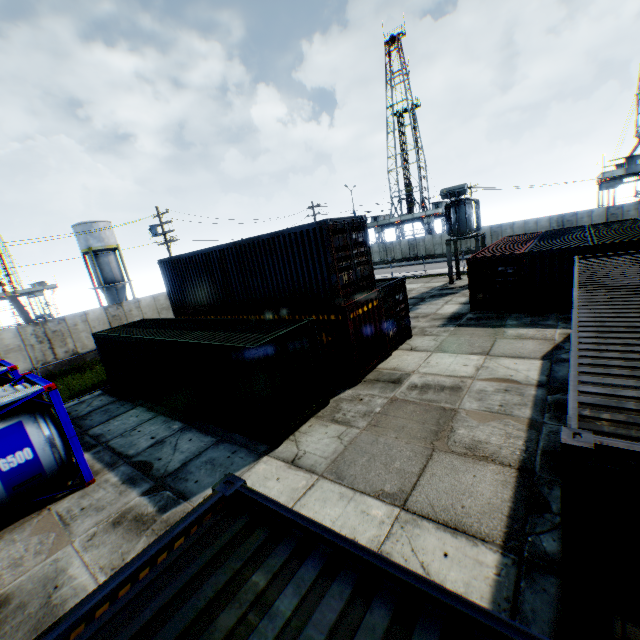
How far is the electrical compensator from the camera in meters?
23.1 m

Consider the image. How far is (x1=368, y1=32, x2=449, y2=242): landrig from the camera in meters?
53.2

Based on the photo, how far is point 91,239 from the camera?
38.12m

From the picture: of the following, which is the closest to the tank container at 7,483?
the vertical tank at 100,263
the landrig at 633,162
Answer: the vertical tank at 100,263

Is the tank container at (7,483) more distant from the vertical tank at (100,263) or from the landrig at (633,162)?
the landrig at (633,162)

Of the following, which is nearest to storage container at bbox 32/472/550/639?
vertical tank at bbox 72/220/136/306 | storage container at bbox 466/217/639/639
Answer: storage container at bbox 466/217/639/639

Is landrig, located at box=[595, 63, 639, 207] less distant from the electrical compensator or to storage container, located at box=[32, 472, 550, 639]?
the electrical compensator

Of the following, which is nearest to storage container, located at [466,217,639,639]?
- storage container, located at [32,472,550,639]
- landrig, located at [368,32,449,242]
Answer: storage container, located at [32,472,550,639]
